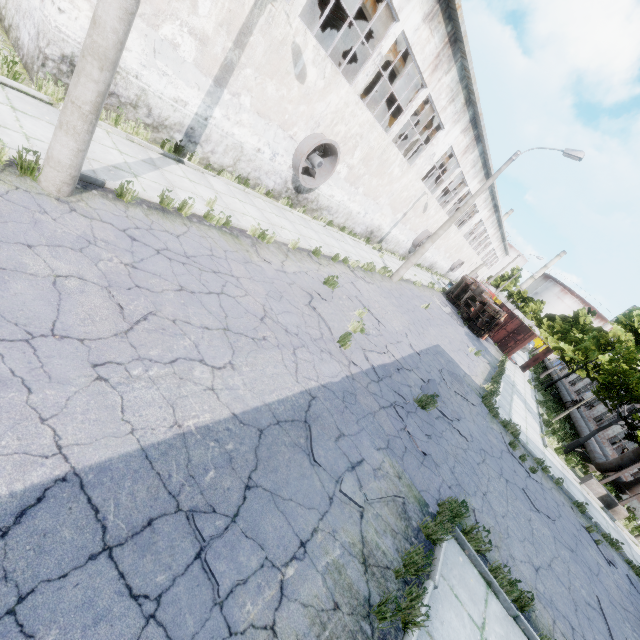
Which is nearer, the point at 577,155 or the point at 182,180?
the point at 182,180

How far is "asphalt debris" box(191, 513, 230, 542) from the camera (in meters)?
3.24

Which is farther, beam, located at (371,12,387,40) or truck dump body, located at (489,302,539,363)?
truck dump body, located at (489,302,539,363)

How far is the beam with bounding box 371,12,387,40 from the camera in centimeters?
1431cm

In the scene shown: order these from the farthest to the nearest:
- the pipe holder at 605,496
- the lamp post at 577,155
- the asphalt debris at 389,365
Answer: the lamp post at 577,155 → the pipe holder at 605,496 → the asphalt debris at 389,365

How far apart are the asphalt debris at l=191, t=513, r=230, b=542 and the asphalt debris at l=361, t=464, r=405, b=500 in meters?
1.6

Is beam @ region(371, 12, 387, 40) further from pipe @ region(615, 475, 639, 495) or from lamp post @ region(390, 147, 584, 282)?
pipe @ region(615, 475, 639, 495)

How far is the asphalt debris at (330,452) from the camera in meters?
5.0
